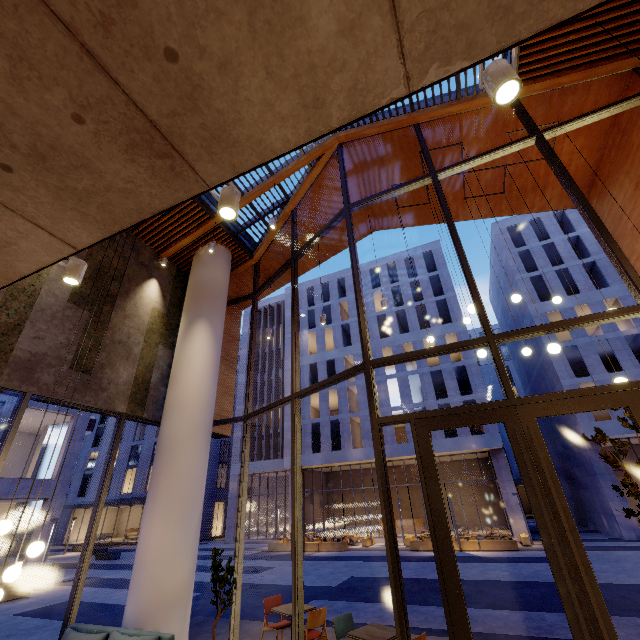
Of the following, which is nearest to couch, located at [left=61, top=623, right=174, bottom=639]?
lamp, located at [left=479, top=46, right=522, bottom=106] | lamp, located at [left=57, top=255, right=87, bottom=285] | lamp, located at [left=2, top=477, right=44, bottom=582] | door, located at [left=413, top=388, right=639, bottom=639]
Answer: lamp, located at [left=2, top=477, right=44, bottom=582]

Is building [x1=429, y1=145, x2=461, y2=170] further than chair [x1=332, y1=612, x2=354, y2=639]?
Yes

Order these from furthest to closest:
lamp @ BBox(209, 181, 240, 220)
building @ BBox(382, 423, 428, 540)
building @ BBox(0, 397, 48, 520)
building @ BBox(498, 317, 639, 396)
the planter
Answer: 1. building @ BBox(382, 423, 428, 540)
2. building @ BBox(498, 317, 639, 396)
3. the planter
4. building @ BBox(0, 397, 48, 520)
5. lamp @ BBox(209, 181, 240, 220)

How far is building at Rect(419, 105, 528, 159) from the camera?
7.6 meters

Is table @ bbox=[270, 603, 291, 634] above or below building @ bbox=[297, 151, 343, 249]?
below

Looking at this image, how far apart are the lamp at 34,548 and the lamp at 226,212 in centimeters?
491cm

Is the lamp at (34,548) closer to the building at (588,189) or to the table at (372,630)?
the building at (588,189)

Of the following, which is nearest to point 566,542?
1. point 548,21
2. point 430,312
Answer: point 548,21
